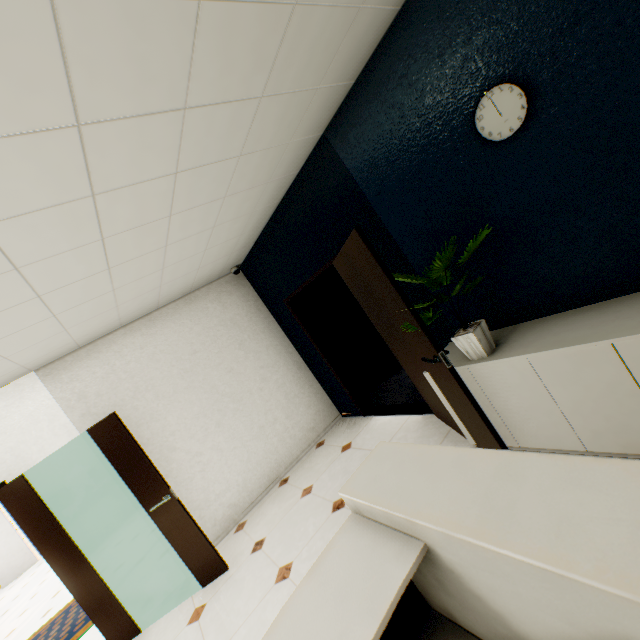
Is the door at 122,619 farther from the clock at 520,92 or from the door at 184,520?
the clock at 520,92

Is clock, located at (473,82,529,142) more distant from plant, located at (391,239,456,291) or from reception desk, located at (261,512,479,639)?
reception desk, located at (261,512,479,639)

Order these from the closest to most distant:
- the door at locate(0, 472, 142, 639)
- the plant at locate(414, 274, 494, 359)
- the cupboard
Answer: the cupboard → the plant at locate(414, 274, 494, 359) → the door at locate(0, 472, 142, 639)

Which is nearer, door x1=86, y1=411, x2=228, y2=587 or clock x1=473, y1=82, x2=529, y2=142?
clock x1=473, y1=82, x2=529, y2=142

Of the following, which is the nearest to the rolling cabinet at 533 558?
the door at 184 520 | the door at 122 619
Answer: Answer: the door at 184 520

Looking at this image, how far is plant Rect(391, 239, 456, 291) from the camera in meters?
2.0

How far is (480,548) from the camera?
0.7 meters

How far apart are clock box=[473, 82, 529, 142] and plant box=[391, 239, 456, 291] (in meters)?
0.91
